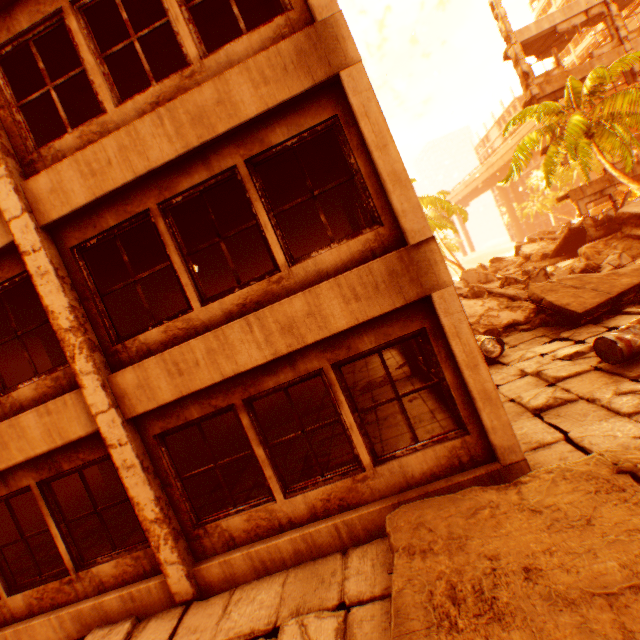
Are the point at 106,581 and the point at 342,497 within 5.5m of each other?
yes

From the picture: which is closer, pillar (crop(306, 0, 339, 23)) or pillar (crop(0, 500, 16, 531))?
pillar (crop(306, 0, 339, 23))

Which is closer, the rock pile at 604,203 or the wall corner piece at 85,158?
the wall corner piece at 85,158

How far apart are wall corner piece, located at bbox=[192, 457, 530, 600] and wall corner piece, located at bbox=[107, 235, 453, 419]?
2.36m

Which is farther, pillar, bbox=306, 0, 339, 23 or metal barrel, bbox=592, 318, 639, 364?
metal barrel, bbox=592, 318, 639, 364

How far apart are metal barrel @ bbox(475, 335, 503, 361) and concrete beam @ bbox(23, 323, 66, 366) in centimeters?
1145cm

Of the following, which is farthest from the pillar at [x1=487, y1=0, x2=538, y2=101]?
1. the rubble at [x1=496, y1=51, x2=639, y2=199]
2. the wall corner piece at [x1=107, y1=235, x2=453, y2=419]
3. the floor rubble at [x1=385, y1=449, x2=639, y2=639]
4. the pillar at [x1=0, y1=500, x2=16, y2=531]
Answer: the pillar at [x1=0, y1=500, x2=16, y2=531]

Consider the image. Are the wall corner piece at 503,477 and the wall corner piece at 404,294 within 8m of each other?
yes
